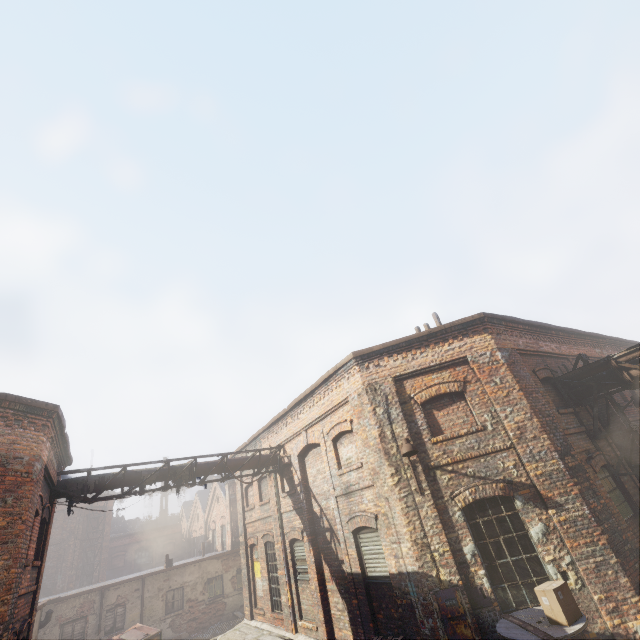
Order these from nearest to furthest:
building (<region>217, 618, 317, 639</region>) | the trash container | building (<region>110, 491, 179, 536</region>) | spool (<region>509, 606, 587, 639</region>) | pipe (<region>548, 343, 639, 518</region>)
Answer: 1. spool (<region>509, 606, 587, 639</region>)
2. pipe (<region>548, 343, 639, 518</region>)
3. building (<region>217, 618, 317, 639</region>)
4. the trash container
5. building (<region>110, 491, 179, 536</region>)

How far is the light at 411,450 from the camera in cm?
782

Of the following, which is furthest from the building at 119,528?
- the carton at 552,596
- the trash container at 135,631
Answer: the carton at 552,596

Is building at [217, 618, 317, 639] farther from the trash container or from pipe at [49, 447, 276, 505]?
pipe at [49, 447, 276, 505]

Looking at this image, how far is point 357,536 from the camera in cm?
970

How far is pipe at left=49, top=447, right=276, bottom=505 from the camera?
10.35m

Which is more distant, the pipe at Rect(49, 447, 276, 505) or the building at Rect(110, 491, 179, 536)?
the building at Rect(110, 491, 179, 536)

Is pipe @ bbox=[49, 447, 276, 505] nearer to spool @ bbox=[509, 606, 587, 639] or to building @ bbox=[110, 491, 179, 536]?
spool @ bbox=[509, 606, 587, 639]
